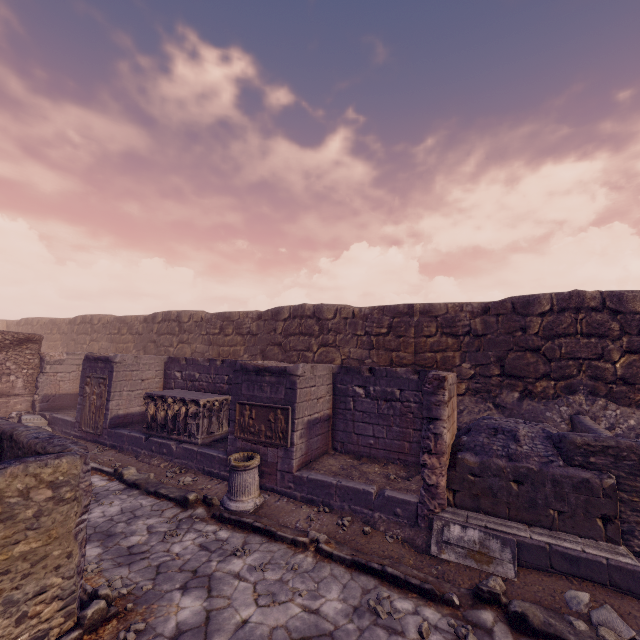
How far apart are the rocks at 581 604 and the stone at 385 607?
2.16m

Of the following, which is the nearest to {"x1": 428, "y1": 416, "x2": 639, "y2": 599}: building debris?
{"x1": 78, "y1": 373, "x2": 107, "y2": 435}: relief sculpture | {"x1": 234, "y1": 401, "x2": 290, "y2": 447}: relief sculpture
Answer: {"x1": 234, "y1": 401, "x2": 290, "y2": 447}: relief sculpture

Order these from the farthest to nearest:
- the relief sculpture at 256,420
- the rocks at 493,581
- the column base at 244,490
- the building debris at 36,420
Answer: the building debris at 36,420 → the relief sculpture at 256,420 → the column base at 244,490 → the rocks at 493,581

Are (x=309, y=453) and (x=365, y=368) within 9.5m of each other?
yes

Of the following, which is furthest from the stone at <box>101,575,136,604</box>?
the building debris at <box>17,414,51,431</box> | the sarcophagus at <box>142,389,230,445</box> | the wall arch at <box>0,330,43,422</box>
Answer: the wall arch at <box>0,330,43,422</box>

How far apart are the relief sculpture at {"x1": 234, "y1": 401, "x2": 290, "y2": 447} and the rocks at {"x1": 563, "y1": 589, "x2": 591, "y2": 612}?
4.9 meters

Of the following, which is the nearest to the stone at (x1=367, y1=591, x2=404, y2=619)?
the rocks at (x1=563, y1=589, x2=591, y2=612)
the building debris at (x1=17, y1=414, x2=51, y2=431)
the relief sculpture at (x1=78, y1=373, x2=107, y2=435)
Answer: the rocks at (x1=563, y1=589, x2=591, y2=612)

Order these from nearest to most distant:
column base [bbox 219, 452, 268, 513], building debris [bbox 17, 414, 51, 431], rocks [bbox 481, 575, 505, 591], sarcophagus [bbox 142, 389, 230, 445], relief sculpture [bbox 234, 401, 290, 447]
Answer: rocks [bbox 481, 575, 505, 591] → column base [bbox 219, 452, 268, 513] → relief sculpture [bbox 234, 401, 290, 447] → sarcophagus [bbox 142, 389, 230, 445] → building debris [bbox 17, 414, 51, 431]
